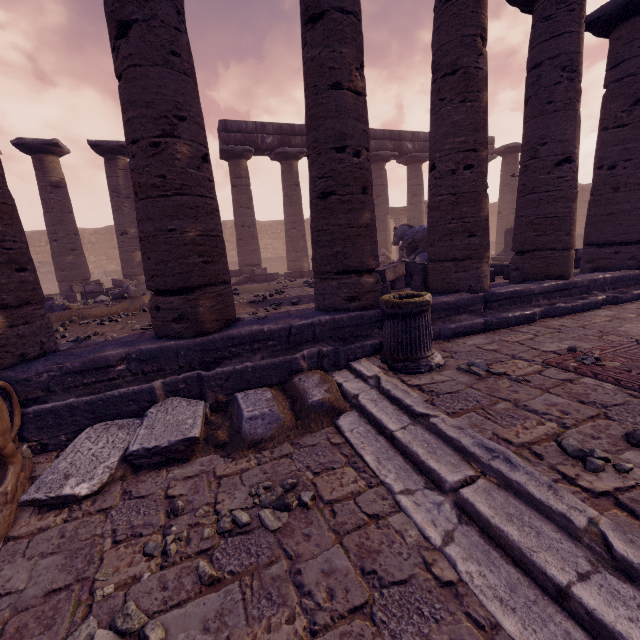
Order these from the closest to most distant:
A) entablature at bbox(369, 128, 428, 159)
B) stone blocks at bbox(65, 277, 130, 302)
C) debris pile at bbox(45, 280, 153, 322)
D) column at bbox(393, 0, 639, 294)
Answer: column at bbox(393, 0, 639, 294) → debris pile at bbox(45, 280, 153, 322) → stone blocks at bbox(65, 277, 130, 302) → entablature at bbox(369, 128, 428, 159)

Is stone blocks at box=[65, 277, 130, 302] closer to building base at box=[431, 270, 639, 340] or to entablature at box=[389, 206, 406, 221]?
building base at box=[431, 270, 639, 340]

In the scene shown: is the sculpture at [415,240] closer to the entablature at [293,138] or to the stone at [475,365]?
the entablature at [293,138]

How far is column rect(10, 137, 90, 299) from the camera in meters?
11.0

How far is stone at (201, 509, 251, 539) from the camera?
2.2 meters

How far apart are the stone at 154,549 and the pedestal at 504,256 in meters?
13.9

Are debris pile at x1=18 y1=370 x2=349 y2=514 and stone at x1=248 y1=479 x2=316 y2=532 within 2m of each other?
yes

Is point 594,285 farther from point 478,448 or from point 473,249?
point 478,448
